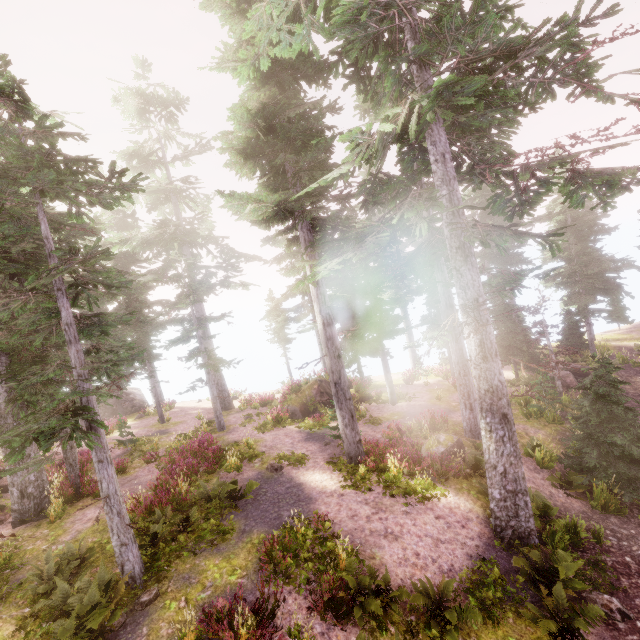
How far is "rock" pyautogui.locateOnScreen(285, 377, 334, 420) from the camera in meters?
21.4

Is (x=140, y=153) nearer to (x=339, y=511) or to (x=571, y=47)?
(x=571, y=47)

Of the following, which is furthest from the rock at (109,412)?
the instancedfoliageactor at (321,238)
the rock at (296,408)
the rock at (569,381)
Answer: the rock at (569,381)

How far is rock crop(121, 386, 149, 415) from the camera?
31.5m

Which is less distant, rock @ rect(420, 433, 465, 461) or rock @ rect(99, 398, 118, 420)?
rock @ rect(420, 433, 465, 461)

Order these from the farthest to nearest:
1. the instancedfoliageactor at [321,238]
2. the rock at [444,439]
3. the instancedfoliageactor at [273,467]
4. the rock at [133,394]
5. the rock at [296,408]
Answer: the rock at [133,394] < the rock at [296,408] < the instancedfoliageactor at [273,467] < the rock at [444,439] < the instancedfoliageactor at [321,238]

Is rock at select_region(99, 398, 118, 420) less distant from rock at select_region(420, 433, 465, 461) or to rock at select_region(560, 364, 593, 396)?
rock at select_region(420, 433, 465, 461)
